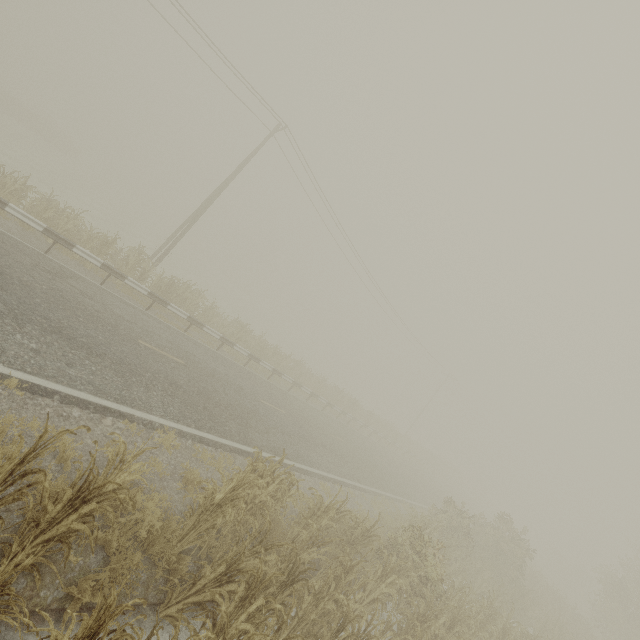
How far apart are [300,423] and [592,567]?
28.31m

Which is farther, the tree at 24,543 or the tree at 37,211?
the tree at 37,211

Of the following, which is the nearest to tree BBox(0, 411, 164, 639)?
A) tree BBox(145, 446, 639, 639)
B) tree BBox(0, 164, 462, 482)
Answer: tree BBox(145, 446, 639, 639)

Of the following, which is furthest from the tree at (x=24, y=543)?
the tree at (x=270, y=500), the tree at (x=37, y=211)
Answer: the tree at (x=37, y=211)

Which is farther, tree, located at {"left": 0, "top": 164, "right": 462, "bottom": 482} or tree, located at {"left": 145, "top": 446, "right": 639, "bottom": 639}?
tree, located at {"left": 0, "top": 164, "right": 462, "bottom": 482}

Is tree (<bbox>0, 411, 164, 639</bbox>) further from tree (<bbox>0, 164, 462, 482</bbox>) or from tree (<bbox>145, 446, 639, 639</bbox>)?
tree (<bbox>0, 164, 462, 482</bbox>)
